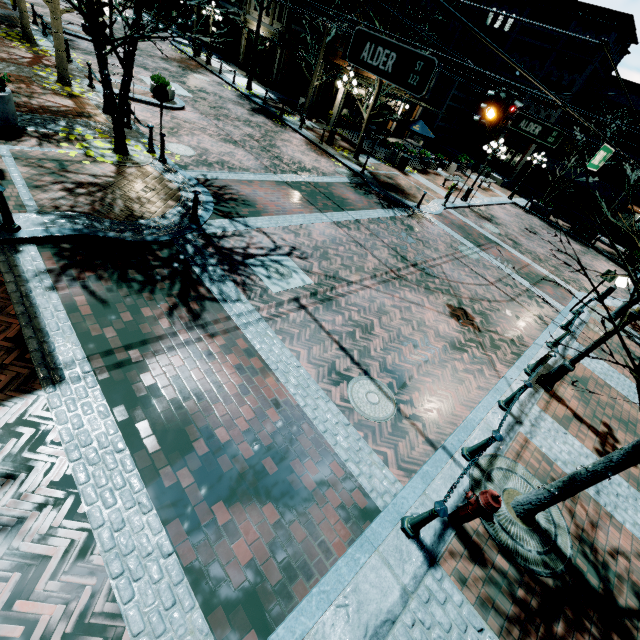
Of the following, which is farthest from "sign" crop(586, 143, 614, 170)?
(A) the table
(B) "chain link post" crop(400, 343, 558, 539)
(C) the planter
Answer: (A) the table

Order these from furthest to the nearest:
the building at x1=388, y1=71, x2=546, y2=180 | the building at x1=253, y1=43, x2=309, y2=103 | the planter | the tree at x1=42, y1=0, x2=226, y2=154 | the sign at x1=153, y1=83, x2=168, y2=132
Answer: the building at x1=388, y1=71, x2=546, y2=180 < the building at x1=253, y1=43, x2=309, y2=103 < the sign at x1=153, y1=83, x2=168, y2=132 < the planter < the tree at x1=42, y1=0, x2=226, y2=154

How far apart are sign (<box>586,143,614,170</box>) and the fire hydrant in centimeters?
669cm

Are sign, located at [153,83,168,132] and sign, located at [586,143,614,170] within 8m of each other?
no

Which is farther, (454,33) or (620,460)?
(454,33)

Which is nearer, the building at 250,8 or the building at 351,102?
the building at 351,102

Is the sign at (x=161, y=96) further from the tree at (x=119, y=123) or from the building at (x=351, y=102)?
the building at (x=351, y=102)

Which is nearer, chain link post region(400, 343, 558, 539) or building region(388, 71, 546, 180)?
chain link post region(400, 343, 558, 539)
